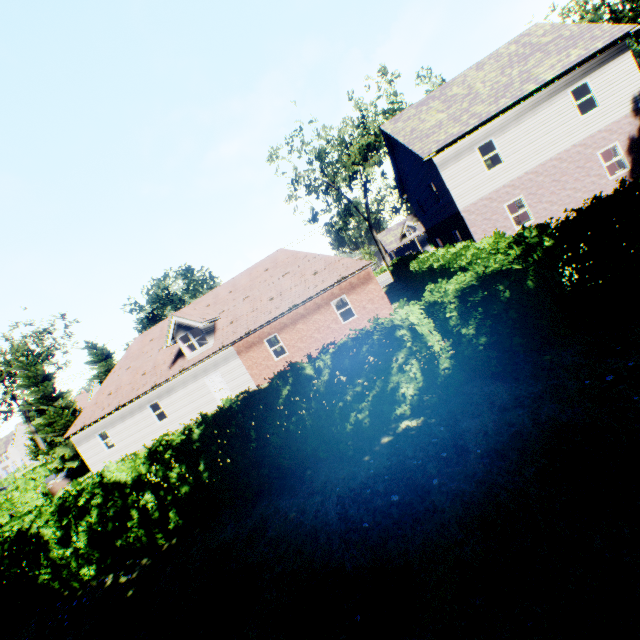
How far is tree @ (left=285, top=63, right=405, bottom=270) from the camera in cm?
2897

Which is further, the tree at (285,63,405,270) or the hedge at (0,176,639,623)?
the tree at (285,63,405,270)

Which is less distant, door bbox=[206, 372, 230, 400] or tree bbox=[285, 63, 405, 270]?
door bbox=[206, 372, 230, 400]

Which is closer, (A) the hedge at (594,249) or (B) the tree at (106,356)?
(A) the hedge at (594,249)

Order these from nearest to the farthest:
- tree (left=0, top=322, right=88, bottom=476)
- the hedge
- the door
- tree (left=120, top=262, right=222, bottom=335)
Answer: the hedge < the door < tree (left=0, top=322, right=88, bottom=476) < tree (left=120, top=262, right=222, bottom=335)

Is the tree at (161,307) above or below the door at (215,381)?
above

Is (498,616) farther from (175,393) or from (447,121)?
(175,393)
